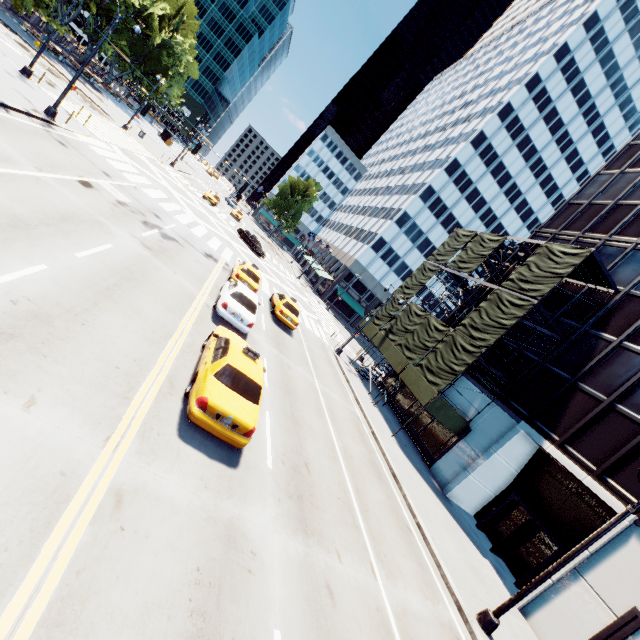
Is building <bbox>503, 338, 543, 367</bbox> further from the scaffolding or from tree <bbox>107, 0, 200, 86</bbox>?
tree <bbox>107, 0, 200, 86</bbox>

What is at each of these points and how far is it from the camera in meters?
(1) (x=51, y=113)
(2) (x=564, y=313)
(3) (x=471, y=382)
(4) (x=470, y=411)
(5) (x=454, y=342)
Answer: (1) light, 18.4
(2) building, 20.9
(3) building, 22.5
(4) building, 21.3
(5) scaffolding, 20.9

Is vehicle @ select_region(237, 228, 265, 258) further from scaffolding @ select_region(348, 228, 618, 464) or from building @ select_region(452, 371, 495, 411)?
building @ select_region(452, 371, 495, 411)

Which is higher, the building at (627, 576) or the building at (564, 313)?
the building at (564, 313)

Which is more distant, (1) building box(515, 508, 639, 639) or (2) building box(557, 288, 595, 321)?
(2) building box(557, 288, 595, 321)

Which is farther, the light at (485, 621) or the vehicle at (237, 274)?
the vehicle at (237, 274)

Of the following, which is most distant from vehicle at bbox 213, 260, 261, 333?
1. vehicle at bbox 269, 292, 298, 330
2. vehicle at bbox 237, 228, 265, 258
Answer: vehicle at bbox 237, 228, 265, 258

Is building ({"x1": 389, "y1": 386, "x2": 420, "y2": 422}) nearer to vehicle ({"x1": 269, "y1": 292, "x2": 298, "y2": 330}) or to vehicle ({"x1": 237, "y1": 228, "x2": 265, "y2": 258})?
vehicle ({"x1": 269, "y1": 292, "x2": 298, "y2": 330})
